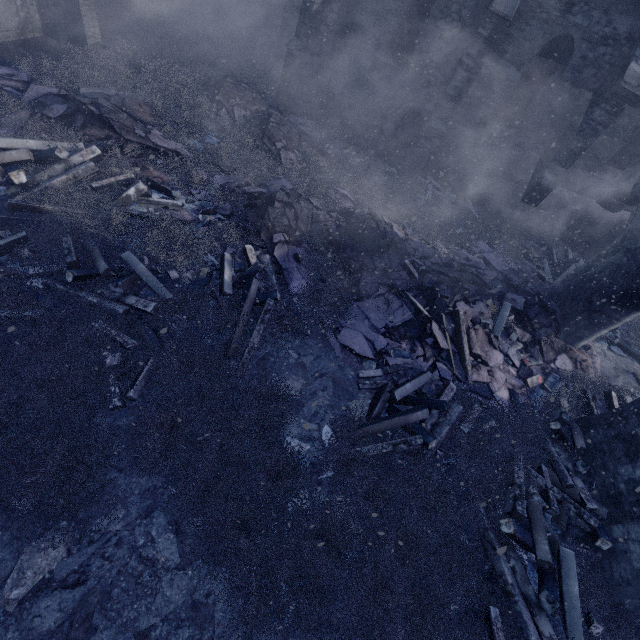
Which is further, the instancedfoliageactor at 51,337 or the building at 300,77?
the building at 300,77

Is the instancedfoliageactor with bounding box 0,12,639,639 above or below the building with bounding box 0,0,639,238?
below

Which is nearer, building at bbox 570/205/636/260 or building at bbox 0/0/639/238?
building at bbox 0/0/639/238

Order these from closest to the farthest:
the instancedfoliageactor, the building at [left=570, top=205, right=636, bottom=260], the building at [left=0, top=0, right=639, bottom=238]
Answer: the instancedfoliageactor → the building at [left=0, top=0, right=639, bottom=238] → the building at [left=570, top=205, right=636, bottom=260]

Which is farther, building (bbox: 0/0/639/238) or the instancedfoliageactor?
building (bbox: 0/0/639/238)

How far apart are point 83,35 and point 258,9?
10.41m

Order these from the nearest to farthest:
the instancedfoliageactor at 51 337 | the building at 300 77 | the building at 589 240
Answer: the instancedfoliageactor at 51 337 → the building at 300 77 → the building at 589 240
